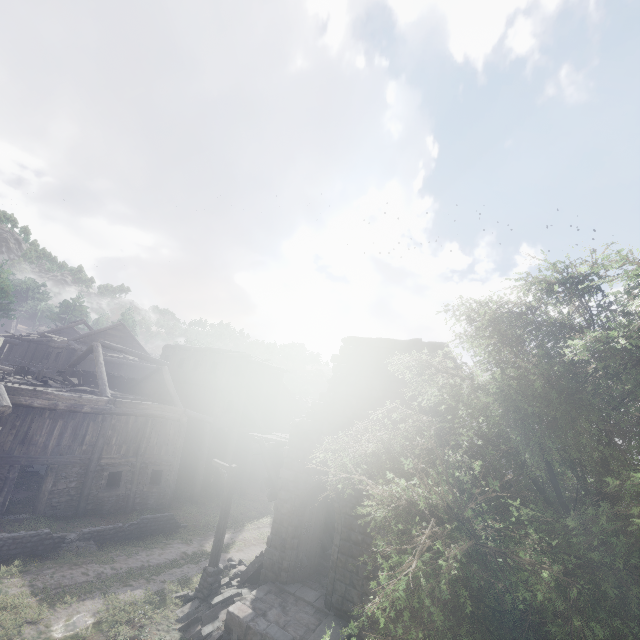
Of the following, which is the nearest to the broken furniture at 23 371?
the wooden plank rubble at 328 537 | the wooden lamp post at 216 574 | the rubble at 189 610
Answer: the wooden lamp post at 216 574

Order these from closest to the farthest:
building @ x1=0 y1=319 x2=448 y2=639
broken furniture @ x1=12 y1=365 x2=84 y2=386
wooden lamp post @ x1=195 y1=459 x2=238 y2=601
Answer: building @ x1=0 y1=319 x2=448 y2=639
wooden lamp post @ x1=195 y1=459 x2=238 y2=601
broken furniture @ x1=12 y1=365 x2=84 y2=386

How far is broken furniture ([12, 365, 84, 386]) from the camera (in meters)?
17.97

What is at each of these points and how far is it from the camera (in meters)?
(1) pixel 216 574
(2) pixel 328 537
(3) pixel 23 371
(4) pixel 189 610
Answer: (1) wooden lamp post, 11.95
(2) wooden plank rubble, 14.79
(3) broken furniture, 18.45
(4) rubble, 11.05

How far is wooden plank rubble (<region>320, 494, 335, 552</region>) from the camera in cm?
1395

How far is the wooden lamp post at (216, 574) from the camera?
11.73m

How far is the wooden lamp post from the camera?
11.7 meters

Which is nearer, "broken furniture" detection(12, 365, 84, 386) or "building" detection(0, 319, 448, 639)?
"building" detection(0, 319, 448, 639)
